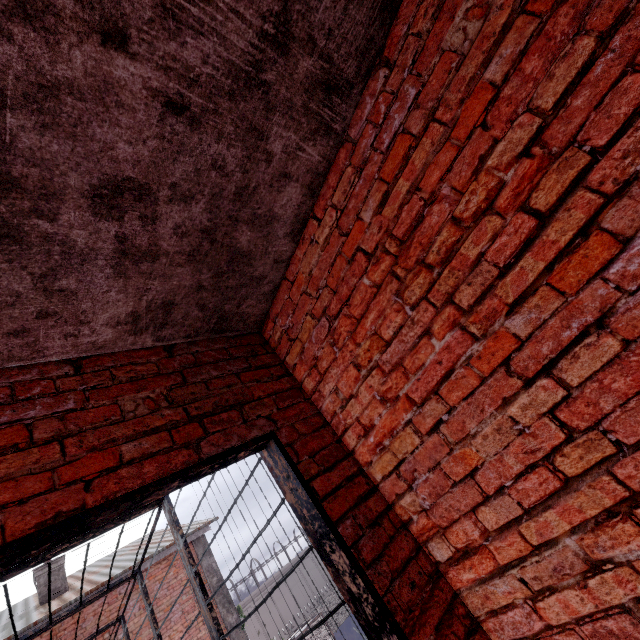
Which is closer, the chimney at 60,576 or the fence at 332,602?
the chimney at 60,576

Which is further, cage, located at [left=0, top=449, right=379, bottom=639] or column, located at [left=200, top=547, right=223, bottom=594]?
column, located at [left=200, top=547, right=223, bottom=594]

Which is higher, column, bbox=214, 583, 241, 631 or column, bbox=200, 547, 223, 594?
column, bbox=200, 547, 223, 594

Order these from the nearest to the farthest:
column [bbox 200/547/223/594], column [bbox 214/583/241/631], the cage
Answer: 1. the cage
2. column [bbox 214/583/241/631]
3. column [bbox 200/547/223/594]

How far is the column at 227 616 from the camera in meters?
10.1 m

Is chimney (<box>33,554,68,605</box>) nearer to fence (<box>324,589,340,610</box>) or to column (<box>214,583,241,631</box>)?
column (<box>214,583,241,631</box>)

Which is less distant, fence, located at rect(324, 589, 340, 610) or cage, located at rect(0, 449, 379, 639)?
cage, located at rect(0, 449, 379, 639)

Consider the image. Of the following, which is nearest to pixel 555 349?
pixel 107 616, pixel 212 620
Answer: pixel 212 620
